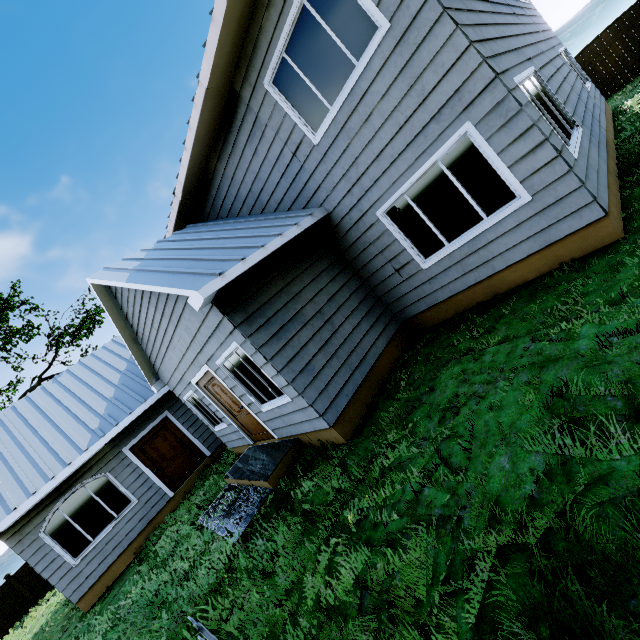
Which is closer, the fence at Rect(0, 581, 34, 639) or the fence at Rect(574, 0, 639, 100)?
the fence at Rect(574, 0, 639, 100)

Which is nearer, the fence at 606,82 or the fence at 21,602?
the fence at 606,82

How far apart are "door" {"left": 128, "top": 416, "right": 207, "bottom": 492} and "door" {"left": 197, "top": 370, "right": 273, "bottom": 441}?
4.38m

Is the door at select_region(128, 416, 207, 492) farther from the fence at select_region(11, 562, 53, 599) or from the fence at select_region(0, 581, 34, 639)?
the fence at select_region(0, 581, 34, 639)

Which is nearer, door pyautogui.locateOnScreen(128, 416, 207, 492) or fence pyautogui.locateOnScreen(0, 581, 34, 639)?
door pyautogui.locateOnScreen(128, 416, 207, 492)

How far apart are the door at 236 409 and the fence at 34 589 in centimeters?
1860cm

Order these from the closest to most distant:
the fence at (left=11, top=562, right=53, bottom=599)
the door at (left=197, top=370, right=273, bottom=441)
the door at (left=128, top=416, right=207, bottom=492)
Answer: the door at (left=197, top=370, right=273, bottom=441)
the door at (left=128, top=416, right=207, bottom=492)
the fence at (left=11, top=562, right=53, bottom=599)

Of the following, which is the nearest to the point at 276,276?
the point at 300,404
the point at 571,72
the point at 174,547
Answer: the point at 300,404
